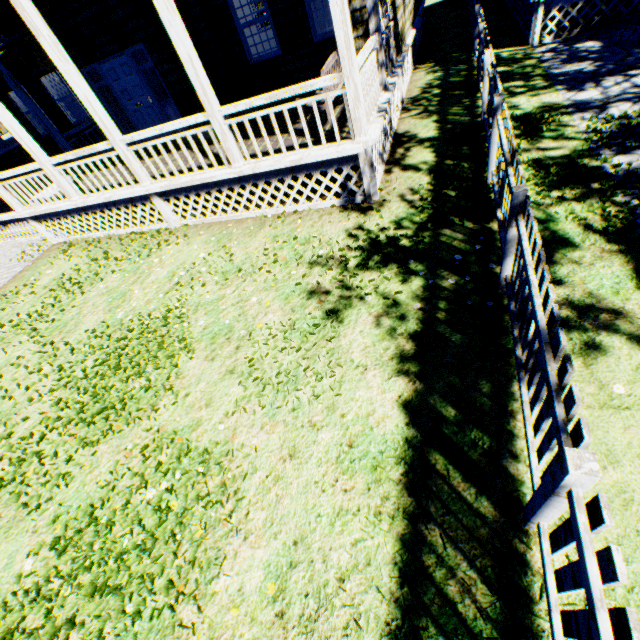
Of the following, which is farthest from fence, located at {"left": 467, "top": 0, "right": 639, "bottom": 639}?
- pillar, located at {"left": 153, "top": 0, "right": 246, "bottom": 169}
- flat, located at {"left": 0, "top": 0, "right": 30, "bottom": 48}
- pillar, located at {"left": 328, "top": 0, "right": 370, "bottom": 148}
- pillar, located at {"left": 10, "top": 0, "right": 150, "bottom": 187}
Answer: pillar, located at {"left": 10, "top": 0, "right": 150, "bottom": 187}

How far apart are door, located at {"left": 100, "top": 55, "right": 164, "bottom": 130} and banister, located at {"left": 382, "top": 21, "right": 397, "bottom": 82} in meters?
6.9 m

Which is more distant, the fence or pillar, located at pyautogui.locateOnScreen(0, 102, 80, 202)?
pillar, located at pyautogui.locateOnScreen(0, 102, 80, 202)

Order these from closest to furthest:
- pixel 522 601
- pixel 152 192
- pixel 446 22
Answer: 1. pixel 522 601
2. pixel 152 192
3. pixel 446 22

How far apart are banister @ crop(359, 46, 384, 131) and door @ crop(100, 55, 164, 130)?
7.04m

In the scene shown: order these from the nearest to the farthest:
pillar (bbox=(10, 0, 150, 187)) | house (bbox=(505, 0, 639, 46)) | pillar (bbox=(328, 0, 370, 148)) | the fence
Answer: the fence, pillar (bbox=(328, 0, 370, 148)), pillar (bbox=(10, 0, 150, 187)), house (bbox=(505, 0, 639, 46))

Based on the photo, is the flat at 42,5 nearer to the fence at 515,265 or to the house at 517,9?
the house at 517,9

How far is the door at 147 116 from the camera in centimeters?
912cm
